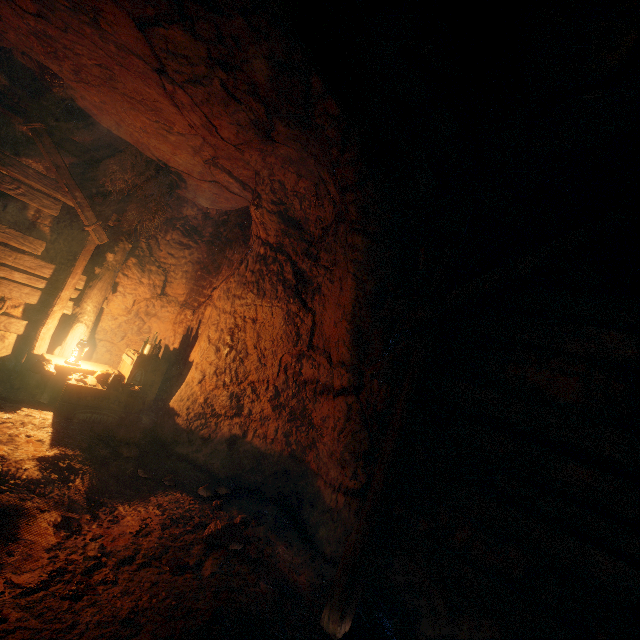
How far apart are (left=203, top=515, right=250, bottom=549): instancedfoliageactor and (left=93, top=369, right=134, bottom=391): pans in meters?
2.8 m

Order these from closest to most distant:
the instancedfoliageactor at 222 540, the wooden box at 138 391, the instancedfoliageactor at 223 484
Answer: the instancedfoliageactor at 222 540, the instancedfoliageactor at 223 484, the wooden box at 138 391

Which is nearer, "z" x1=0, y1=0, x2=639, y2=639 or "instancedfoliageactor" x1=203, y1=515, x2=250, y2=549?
"z" x1=0, y1=0, x2=639, y2=639

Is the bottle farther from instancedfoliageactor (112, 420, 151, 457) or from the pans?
instancedfoliageactor (112, 420, 151, 457)

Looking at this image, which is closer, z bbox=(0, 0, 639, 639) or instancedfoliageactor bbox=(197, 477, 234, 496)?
z bbox=(0, 0, 639, 639)

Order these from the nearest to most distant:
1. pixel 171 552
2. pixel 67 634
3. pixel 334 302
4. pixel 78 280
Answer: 1. pixel 67 634
2. pixel 171 552
3. pixel 334 302
4. pixel 78 280

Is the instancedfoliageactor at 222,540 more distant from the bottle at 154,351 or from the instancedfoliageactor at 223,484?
the bottle at 154,351

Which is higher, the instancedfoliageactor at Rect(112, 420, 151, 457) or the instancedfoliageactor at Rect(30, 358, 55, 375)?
the instancedfoliageactor at Rect(30, 358, 55, 375)
